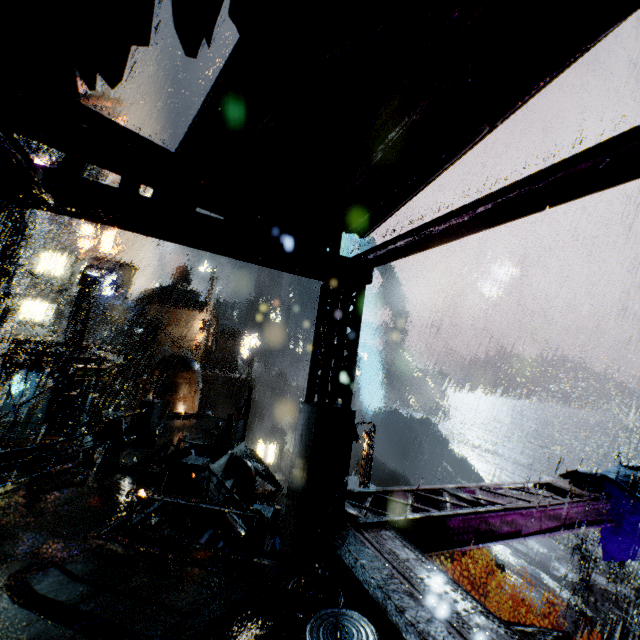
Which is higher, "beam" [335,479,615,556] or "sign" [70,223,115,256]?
"sign" [70,223,115,256]

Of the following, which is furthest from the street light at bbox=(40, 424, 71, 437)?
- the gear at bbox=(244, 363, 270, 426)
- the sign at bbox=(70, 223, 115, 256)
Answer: the gear at bbox=(244, 363, 270, 426)

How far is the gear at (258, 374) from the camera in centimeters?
5878cm

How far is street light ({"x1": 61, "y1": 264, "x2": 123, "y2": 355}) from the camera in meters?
22.9 m

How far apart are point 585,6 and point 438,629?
5.6m

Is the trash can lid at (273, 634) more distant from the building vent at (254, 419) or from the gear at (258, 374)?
the gear at (258, 374)

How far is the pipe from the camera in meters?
17.1 m
